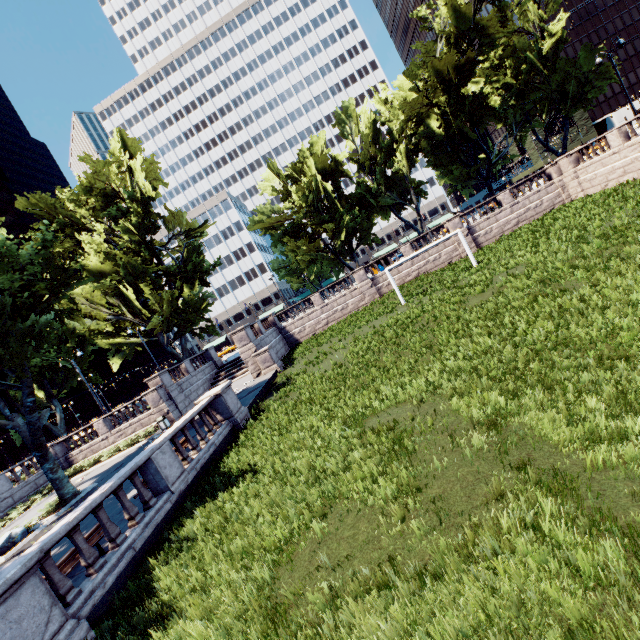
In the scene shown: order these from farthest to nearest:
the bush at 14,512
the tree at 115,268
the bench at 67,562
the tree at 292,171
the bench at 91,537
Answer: the tree at 292,171, the bush at 14,512, the tree at 115,268, the bench at 91,537, the bench at 67,562

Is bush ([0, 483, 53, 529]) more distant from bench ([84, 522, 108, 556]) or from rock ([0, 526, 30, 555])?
bench ([84, 522, 108, 556])

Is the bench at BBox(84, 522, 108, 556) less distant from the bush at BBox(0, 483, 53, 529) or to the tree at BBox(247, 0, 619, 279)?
the tree at BBox(247, 0, 619, 279)

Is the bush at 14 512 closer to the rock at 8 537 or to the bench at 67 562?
the rock at 8 537

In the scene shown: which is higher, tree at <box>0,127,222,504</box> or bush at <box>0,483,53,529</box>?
tree at <box>0,127,222,504</box>

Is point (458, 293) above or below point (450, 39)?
below

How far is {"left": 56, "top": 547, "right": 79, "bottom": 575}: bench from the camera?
7.5m
